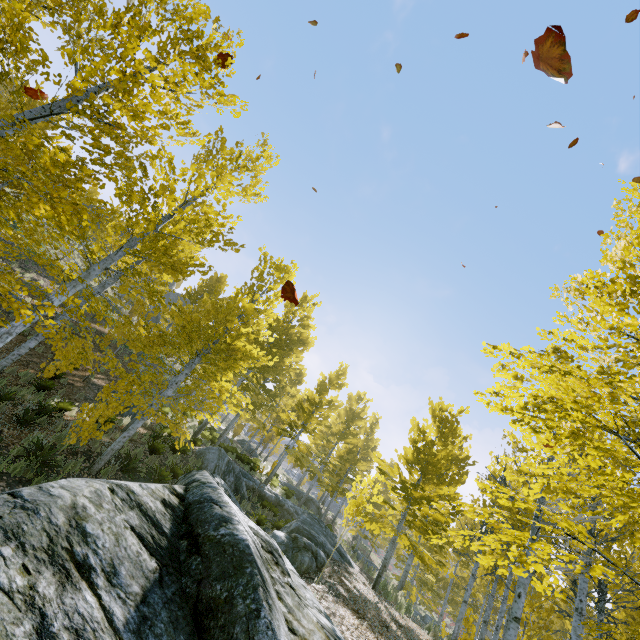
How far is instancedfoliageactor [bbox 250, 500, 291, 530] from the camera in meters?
13.8

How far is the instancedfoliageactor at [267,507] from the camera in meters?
13.8

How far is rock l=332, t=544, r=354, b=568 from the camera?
10.97m

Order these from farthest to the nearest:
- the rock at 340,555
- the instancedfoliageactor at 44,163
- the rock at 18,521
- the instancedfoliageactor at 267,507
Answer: the instancedfoliageactor at 267,507 < the rock at 340,555 < the instancedfoliageactor at 44,163 < the rock at 18,521

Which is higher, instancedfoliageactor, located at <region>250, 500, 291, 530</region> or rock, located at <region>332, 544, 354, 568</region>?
rock, located at <region>332, 544, 354, 568</region>

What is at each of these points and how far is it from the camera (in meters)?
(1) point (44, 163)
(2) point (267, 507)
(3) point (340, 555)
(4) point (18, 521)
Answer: (1) instancedfoliageactor, 4.68
(2) instancedfoliageactor, 16.73
(3) rock, 11.73
(4) rock, 1.88

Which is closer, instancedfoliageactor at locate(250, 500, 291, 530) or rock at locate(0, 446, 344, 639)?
rock at locate(0, 446, 344, 639)
